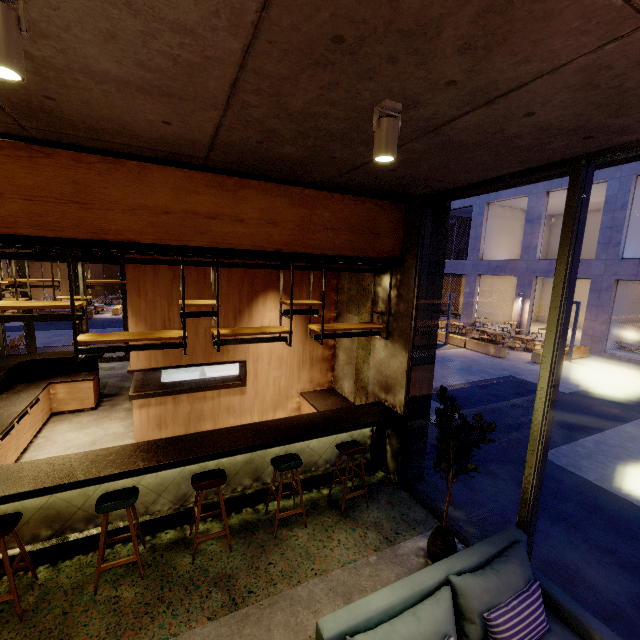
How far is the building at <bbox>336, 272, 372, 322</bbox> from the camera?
6.0m

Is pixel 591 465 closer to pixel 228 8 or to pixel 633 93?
pixel 633 93

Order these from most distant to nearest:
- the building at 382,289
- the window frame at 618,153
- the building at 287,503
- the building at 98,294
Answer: the building at 98,294 < the building at 382,289 < the building at 287,503 < the window frame at 618,153

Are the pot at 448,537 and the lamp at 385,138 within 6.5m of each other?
yes

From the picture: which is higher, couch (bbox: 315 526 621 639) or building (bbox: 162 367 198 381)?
couch (bbox: 315 526 621 639)

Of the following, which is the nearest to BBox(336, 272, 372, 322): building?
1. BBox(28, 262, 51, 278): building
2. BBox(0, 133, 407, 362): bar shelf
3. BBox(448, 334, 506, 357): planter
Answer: BBox(0, 133, 407, 362): bar shelf

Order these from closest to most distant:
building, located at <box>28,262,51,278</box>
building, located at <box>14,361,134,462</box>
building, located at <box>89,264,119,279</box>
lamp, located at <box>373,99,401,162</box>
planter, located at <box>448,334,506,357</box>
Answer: lamp, located at <box>373,99,401,162</box>, building, located at <box>14,361,134,462</box>, planter, located at <box>448,334,506,357</box>, building, located at <box>28,262,51,278</box>, building, located at <box>89,264,119,279</box>
